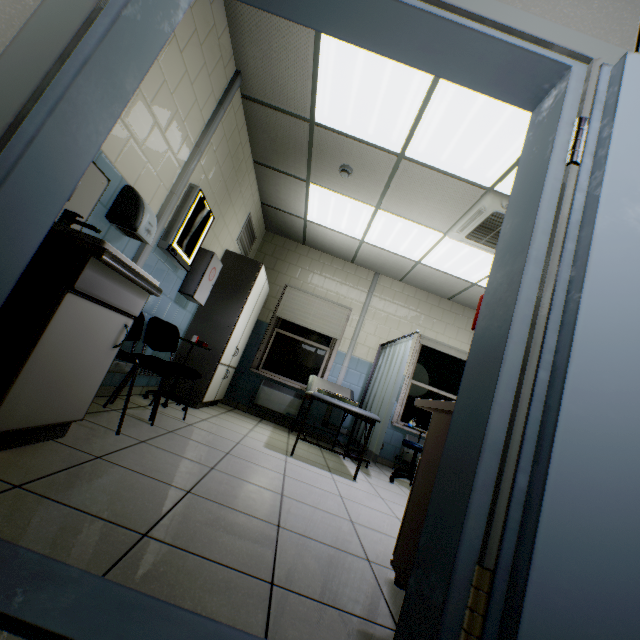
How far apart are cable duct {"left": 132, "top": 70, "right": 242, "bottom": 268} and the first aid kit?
Answer: 0.9m

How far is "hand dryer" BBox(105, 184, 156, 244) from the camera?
2.19m

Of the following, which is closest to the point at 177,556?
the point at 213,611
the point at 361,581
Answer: the point at 213,611

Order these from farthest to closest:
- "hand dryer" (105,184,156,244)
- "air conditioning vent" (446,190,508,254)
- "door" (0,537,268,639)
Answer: "air conditioning vent" (446,190,508,254) → "hand dryer" (105,184,156,244) → "door" (0,537,268,639)

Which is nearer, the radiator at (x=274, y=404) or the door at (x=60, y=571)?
the door at (x=60, y=571)

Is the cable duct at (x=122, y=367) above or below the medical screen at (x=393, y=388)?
below

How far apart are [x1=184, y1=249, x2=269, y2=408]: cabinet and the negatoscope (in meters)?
0.90

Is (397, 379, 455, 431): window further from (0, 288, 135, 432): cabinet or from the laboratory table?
(0, 288, 135, 432): cabinet
